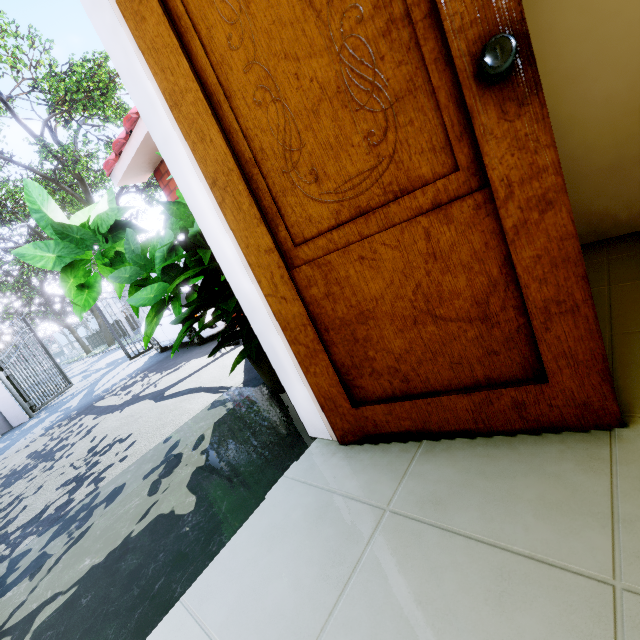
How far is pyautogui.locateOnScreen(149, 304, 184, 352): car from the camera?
8.2 meters

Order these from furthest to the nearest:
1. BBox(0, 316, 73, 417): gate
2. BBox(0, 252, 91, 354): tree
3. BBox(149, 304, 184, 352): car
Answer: BBox(0, 252, 91, 354): tree
BBox(0, 316, 73, 417): gate
BBox(149, 304, 184, 352): car

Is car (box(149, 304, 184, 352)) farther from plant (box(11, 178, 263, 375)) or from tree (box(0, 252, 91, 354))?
tree (box(0, 252, 91, 354))

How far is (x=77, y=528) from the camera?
2.1m

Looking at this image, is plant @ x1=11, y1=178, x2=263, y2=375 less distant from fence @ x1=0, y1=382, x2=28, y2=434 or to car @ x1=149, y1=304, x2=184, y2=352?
car @ x1=149, y1=304, x2=184, y2=352

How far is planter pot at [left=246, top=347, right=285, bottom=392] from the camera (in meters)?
2.02

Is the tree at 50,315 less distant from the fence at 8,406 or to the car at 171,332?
the fence at 8,406

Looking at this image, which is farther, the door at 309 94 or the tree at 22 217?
the tree at 22 217
